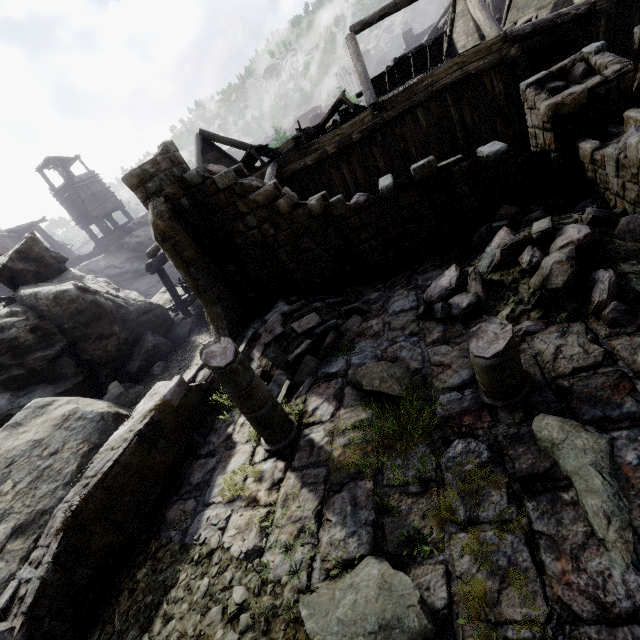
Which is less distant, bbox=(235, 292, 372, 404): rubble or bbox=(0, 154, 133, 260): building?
bbox=(235, 292, 372, 404): rubble

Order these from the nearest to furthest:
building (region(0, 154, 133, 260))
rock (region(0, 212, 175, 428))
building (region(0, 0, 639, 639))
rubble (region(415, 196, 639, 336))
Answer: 1. building (region(0, 0, 639, 639))
2. rubble (region(415, 196, 639, 336))
3. rock (region(0, 212, 175, 428))
4. building (region(0, 154, 133, 260))

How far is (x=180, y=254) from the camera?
8.52m

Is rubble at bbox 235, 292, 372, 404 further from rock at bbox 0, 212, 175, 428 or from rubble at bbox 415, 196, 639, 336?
Result: rock at bbox 0, 212, 175, 428

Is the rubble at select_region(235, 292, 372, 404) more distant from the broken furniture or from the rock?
the broken furniture

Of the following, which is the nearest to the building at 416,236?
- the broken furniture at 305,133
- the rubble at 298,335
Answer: the rubble at 298,335

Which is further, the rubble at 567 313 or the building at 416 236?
the rubble at 567 313
